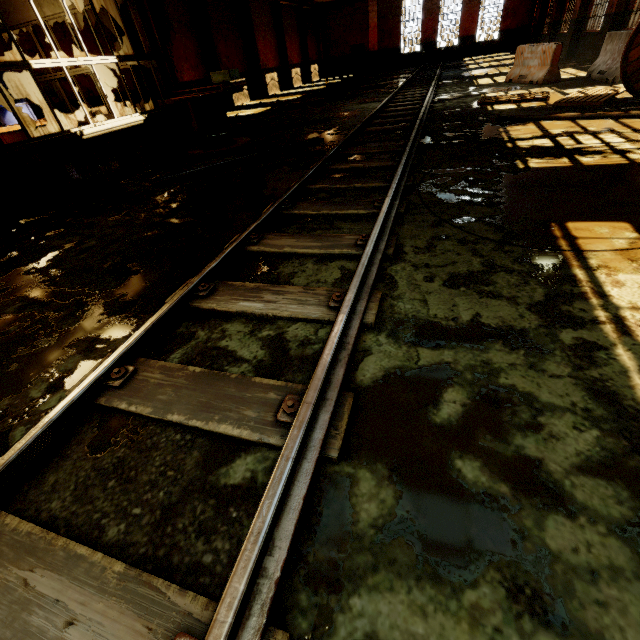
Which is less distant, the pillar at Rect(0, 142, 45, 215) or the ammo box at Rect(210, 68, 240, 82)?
the pillar at Rect(0, 142, 45, 215)

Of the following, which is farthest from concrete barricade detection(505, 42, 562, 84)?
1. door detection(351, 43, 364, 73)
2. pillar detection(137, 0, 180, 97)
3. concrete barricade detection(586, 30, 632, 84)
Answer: door detection(351, 43, 364, 73)

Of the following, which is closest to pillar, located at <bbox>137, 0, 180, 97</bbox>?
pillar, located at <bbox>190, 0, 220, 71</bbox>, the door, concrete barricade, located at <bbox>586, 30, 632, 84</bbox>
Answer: pillar, located at <bbox>190, 0, 220, 71</bbox>

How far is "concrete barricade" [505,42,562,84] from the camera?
10.0 meters

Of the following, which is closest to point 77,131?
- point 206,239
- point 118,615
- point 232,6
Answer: point 206,239

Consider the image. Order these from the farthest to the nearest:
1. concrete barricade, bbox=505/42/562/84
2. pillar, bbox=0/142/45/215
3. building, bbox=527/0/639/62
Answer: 1. building, bbox=527/0/639/62
2. concrete barricade, bbox=505/42/562/84
3. pillar, bbox=0/142/45/215

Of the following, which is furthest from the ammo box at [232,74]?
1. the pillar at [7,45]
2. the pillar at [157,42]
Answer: the pillar at [7,45]

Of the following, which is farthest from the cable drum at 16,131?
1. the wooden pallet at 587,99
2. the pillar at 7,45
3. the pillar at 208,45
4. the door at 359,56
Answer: the door at 359,56
